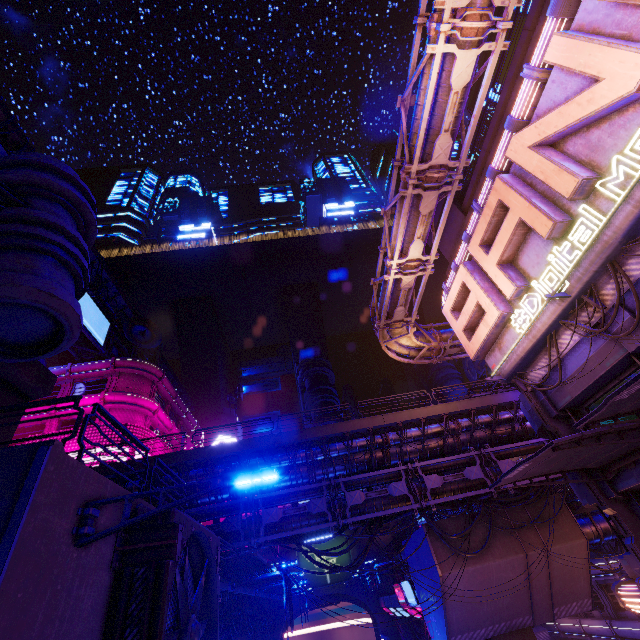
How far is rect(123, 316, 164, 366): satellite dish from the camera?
40.2 meters

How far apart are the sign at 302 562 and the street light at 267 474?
49.55m

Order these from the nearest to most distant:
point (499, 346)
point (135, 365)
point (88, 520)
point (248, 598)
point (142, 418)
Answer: point (88, 520), point (499, 346), point (248, 598), point (142, 418), point (135, 365)

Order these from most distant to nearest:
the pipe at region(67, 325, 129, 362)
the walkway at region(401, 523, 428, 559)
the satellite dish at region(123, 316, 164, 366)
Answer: the satellite dish at region(123, 316, 164, 366), the pipe at region(67, 325, 129, 362), the walkway at region(401, 523, 428, 559)

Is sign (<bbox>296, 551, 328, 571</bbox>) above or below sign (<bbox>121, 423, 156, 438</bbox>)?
below

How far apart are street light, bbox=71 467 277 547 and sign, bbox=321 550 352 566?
49.5m

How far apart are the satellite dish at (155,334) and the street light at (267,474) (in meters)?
38.83

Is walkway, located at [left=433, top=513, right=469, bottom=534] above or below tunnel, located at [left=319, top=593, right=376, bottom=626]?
above
